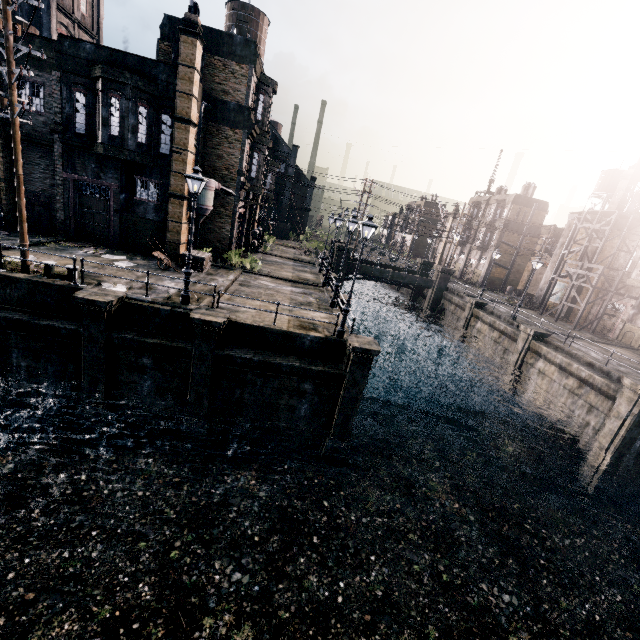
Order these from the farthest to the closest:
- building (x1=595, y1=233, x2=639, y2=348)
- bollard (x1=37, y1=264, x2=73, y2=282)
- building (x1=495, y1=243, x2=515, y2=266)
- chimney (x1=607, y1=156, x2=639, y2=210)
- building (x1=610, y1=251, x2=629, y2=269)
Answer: building (x1=495, y1=243, x2=515, y2=266), chimney (x1=607, y1=156, x2=639, y2=210), building (x1=610, y1=251, x2=629, y2=269), building (x1=595, y1=233, x2=639, y2=348), bollard (x1=37, y1=264, x2=73, y2=282)

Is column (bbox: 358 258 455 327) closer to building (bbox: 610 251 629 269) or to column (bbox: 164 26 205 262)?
building (bbox: 610 251 629 269)

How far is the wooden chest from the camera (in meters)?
21.44

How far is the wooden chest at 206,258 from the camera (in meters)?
21.44

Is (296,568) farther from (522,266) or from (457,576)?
(522,266)

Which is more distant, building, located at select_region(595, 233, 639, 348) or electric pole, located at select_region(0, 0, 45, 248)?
building, located at select_region(595, 233, 639, 348)

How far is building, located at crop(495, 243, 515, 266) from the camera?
48.81m

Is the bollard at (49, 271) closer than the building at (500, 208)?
Yes
